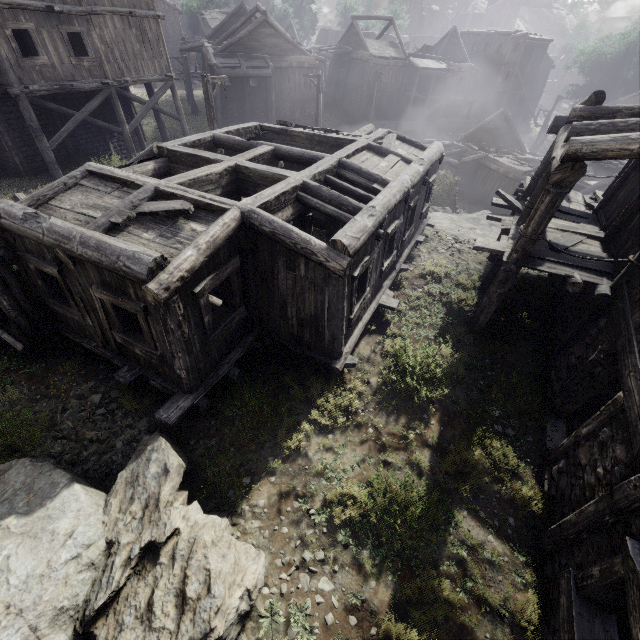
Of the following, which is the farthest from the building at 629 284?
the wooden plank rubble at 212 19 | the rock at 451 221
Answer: the wooden plank rubble at 212 19

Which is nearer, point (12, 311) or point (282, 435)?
point (282, 435)

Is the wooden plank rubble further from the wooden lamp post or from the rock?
the wooden lamp post

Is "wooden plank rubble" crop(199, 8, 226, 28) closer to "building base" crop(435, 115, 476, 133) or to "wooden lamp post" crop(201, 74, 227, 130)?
"building base" crop(435, 115, 476, 133)

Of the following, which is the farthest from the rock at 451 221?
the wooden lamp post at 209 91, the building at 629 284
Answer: the wooden lamp post at 209 91

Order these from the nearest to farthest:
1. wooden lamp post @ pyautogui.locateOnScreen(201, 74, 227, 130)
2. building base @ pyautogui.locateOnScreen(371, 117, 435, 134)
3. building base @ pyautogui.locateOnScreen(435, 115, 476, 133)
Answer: wooden lamp post @ pyautogui.locateOnScreen(201, 74, 227, 130), building base @ pyautogui.locateOnScreen(371, 117, 435, 134), building base @ pyautogui.locateOnScreen(435, 115, 476, 133)

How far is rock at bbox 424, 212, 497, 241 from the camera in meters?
14.5

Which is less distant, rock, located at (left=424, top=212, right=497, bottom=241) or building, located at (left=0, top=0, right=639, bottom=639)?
building, located at (left=0, top=0, right=639, bottom=639)
